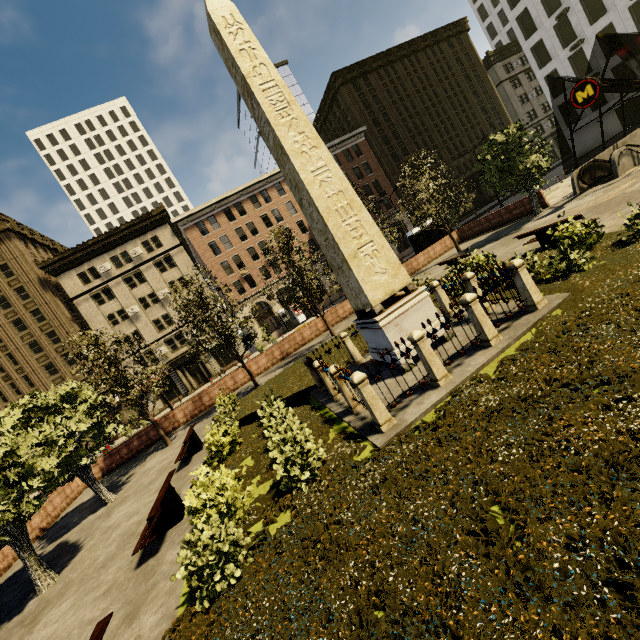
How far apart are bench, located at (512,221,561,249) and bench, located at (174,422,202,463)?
15.9 meters

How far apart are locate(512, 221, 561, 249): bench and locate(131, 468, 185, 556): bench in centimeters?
1559cm

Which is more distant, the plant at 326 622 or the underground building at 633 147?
the underground building at 633 147

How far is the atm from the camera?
28.2m

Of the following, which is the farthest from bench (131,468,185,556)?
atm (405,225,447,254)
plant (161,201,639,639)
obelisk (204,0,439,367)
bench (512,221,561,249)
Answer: atm (405,225,447,254)

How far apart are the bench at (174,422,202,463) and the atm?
22.54m

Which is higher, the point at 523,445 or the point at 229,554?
the point at 229,554

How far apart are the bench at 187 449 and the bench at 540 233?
15.9 meters
